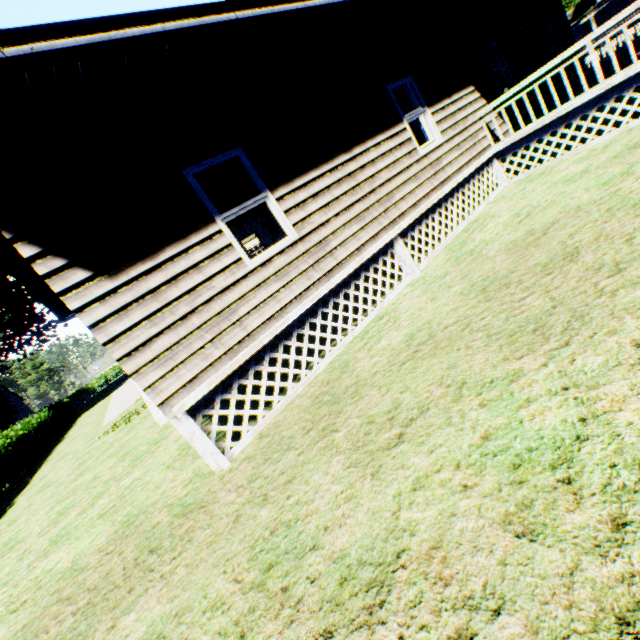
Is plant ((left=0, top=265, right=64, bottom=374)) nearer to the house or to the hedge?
the hedge

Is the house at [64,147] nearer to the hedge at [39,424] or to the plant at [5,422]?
the hedge at [39,424]

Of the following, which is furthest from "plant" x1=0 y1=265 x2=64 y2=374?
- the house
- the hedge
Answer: the house

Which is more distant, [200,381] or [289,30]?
[289,30]

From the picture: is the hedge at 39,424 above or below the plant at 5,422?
below

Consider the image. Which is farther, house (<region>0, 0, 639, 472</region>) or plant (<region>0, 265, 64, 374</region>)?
plant (<region>0, 265, 64, 374</region>)

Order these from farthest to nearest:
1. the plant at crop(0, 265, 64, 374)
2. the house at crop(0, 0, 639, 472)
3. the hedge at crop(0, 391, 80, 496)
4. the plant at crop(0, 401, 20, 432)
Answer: the plant at crop(0, 401, 20, 432)
the plant at crop(0, 265, 64, 374)
the hedge at crop(0, 391, 80, 496)
the house at crop(0, 0, 639, 472)
